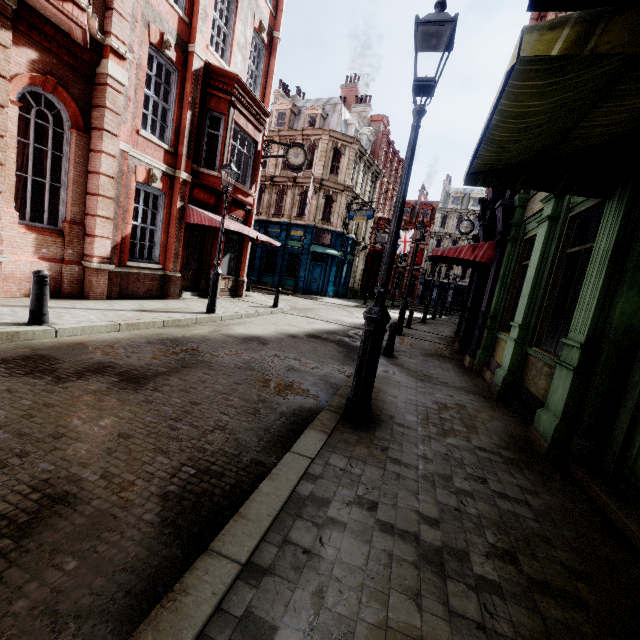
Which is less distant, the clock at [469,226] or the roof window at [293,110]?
the clock at [469,226]

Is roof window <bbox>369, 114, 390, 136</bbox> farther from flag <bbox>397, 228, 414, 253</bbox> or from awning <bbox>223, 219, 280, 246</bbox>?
awning <bbox>223, 219, 280, 246</bbox>

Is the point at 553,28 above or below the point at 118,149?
below

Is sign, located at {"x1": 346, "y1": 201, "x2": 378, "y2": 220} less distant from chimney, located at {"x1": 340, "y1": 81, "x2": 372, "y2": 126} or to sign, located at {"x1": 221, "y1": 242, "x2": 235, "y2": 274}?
chimney, located at {"x1": 340, "y1": 81, "x2": 372, "y2": 126}

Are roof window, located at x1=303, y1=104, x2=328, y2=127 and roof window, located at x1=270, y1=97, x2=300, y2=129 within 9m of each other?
yes

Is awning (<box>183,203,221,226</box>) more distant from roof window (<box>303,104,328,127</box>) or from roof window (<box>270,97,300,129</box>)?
roof window (<box>270,97,300,129</box>)

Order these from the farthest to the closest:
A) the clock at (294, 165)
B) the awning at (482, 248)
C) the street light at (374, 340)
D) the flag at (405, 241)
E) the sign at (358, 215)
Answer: the flag at (405, 241)
the sign at (358, 215)
the clock at (294, 165)
the awning at (482, 248)
the street light at (374, 340)

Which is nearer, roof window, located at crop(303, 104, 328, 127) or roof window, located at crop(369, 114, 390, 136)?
roof window, located at crop(303, 104, 328, 127)
